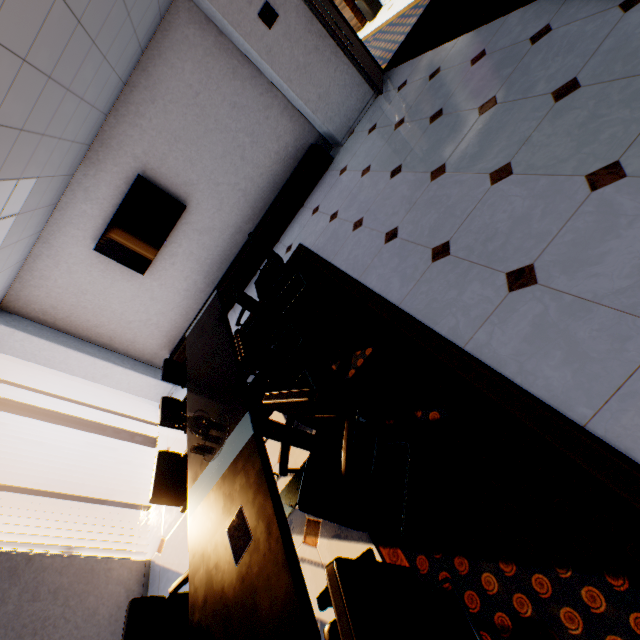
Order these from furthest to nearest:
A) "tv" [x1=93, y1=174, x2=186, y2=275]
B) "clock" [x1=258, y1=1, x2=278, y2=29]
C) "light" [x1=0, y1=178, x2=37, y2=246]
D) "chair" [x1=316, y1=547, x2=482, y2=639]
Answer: "tv" [x1=93, y1=174, x2=186, y2=275]
"clock" [x1=258, y1=1, x2=278, y2=29]
"light" [x1=0, y1=178, x2=37, y2=246]
"chair" [x1=316, y1=547, x2=482, y2=639]

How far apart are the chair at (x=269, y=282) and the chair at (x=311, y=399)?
2.19m

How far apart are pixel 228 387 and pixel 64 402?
4.8m

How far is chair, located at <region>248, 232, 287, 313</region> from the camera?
3.8m

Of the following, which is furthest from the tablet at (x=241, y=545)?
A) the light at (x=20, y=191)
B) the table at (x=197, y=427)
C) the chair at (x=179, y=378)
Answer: the light at (x=20, y=191)

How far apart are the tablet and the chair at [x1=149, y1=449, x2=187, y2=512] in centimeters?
85cm

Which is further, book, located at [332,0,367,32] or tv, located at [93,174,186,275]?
book, located at [332,0,367,32]

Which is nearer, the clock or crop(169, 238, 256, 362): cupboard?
the clock
